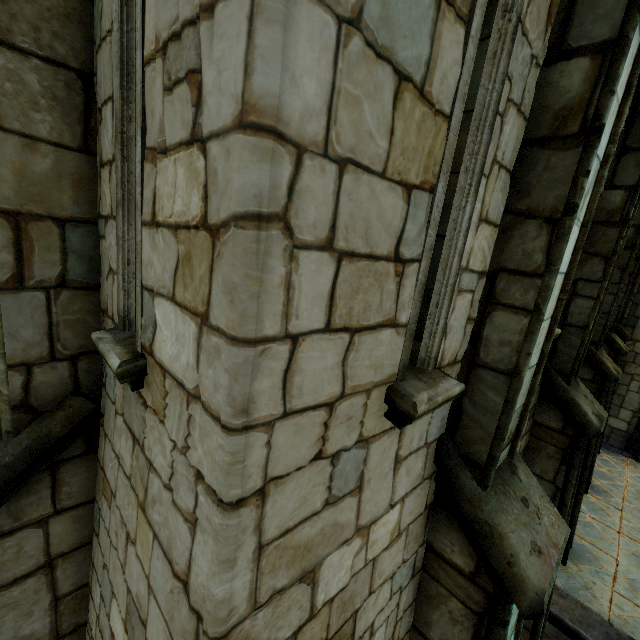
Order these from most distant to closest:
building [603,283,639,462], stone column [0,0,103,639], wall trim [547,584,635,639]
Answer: building [603,283,639,462], wall trim [547,584,635,639], stone column [0,0,103,639]

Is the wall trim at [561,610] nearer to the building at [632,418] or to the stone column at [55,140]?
the building at [632,418]

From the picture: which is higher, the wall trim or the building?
the building

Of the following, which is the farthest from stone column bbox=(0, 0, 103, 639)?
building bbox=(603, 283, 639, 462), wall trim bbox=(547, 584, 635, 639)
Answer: building bbox=(603, 283, 639, 462)

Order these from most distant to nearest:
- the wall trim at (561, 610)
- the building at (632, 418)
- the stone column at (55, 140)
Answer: the building at (632, 418) → the wall trim at (561, 610) → the stone column at (55, 140)

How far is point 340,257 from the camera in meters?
1.0 m

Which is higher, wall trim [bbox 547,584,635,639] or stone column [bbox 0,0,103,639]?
stone column [bbox 0,0,103,639]
